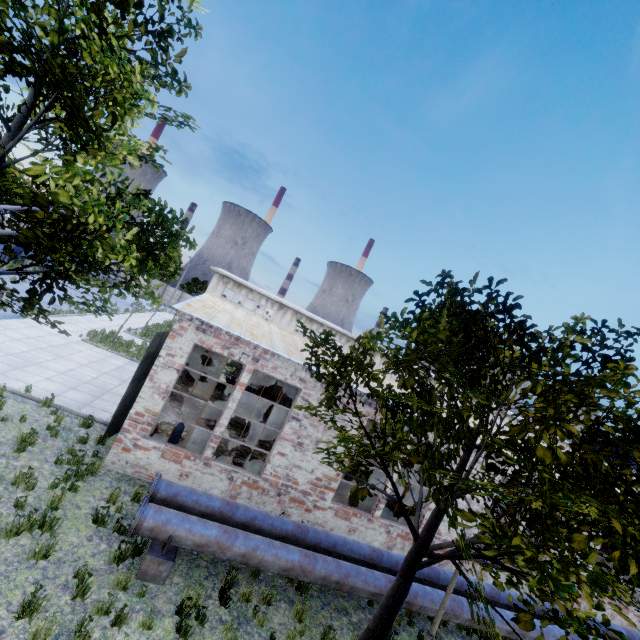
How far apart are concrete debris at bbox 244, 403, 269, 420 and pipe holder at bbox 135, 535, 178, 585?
12.1 meters

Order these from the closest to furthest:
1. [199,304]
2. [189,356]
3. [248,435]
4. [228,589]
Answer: [228,589], [199,304], [248,435], [189,356]

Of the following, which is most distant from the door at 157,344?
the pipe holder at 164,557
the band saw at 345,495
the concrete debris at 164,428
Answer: the band saw at 345,495

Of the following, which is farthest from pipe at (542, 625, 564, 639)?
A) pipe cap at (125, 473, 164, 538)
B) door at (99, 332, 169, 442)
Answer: door at (99, 332, 169, 442)

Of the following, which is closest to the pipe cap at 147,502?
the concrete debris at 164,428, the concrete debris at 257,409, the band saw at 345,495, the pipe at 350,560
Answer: the pipe at 350,560

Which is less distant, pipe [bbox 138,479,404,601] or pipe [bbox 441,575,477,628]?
pipe [bbox 138,479,404,601]

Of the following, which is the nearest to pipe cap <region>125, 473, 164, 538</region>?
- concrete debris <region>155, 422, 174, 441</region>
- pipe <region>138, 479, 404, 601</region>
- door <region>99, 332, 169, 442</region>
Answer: pipe <region>138, 479, 404, 601</region>

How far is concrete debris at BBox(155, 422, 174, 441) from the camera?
11.9 meters
